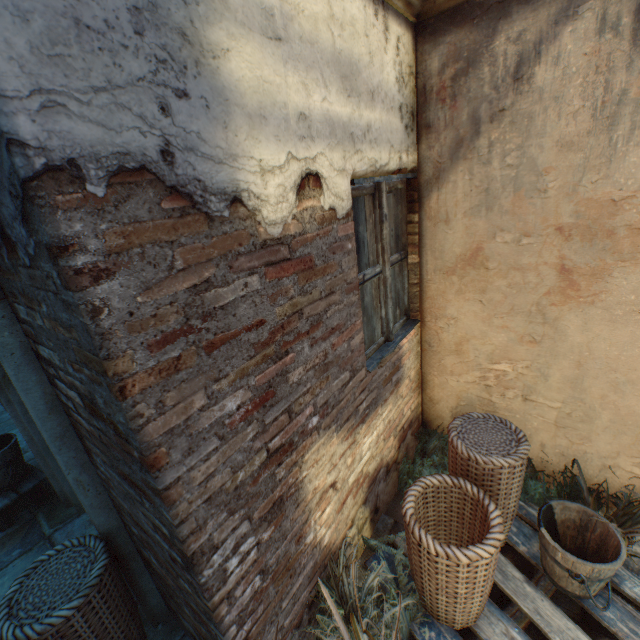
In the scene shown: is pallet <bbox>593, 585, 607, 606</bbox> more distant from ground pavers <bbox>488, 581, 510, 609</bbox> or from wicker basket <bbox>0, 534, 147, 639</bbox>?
wicker basket <bbox>0, 534, 147, 639</bbox>

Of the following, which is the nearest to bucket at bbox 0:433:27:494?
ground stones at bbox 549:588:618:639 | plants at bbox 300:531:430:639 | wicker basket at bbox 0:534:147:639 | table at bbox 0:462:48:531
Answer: table at bbox 0:462:48:531

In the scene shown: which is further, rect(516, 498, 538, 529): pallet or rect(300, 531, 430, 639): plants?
rect(516, 498, 538, 529): pallet

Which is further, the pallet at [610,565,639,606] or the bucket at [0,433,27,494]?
the bucket at [0,433,27,494]

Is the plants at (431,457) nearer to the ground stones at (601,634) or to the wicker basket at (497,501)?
the ground stones at (601,634)

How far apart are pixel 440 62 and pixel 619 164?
1.32m

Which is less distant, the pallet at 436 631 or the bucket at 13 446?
the pallet at 436 631

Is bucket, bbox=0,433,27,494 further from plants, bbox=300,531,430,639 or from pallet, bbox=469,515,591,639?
pallet, bbox=469,515,591,639
